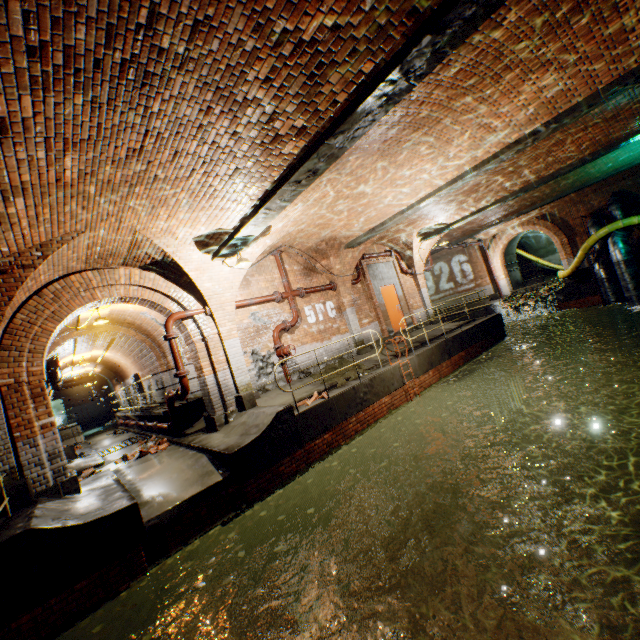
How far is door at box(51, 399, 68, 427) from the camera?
24.2 meters

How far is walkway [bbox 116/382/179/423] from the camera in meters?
10.5 m

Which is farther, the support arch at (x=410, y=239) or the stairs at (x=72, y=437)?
the stairs at (x=72, y=437)

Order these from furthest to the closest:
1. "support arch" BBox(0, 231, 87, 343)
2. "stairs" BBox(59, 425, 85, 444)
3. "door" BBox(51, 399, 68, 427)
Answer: "door" BBox(51, 399, 68, 427) → "stairs" BBox(59, 425, 85, 444) → "support arch" BBox(0, 231, 87, 343)

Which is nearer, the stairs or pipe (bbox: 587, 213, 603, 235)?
pipe (bbox: 587, 213, 603, 235)

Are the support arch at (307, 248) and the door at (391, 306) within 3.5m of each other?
yes

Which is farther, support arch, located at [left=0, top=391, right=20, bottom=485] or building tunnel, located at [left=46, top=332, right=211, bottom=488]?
building tunnel, located at [left=46, top=332, right=211, bottom=488]

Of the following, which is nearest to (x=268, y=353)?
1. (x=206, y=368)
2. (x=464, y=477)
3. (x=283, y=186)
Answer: (x=206, y=368)
